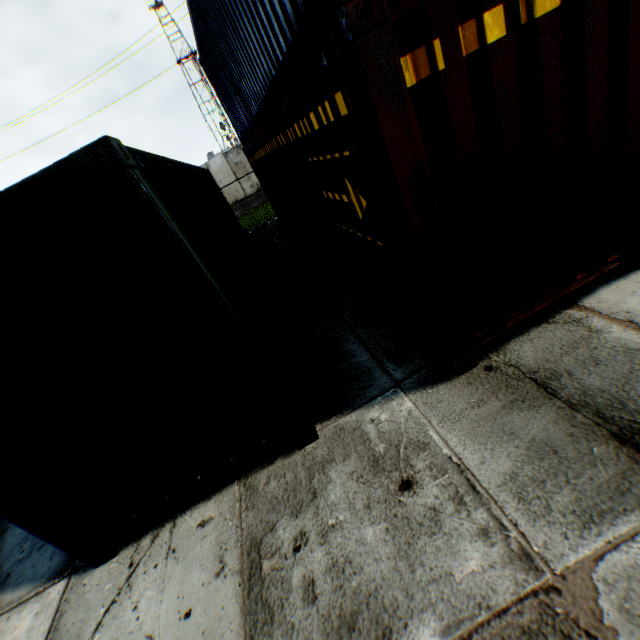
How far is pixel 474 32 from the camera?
2.0 meters
